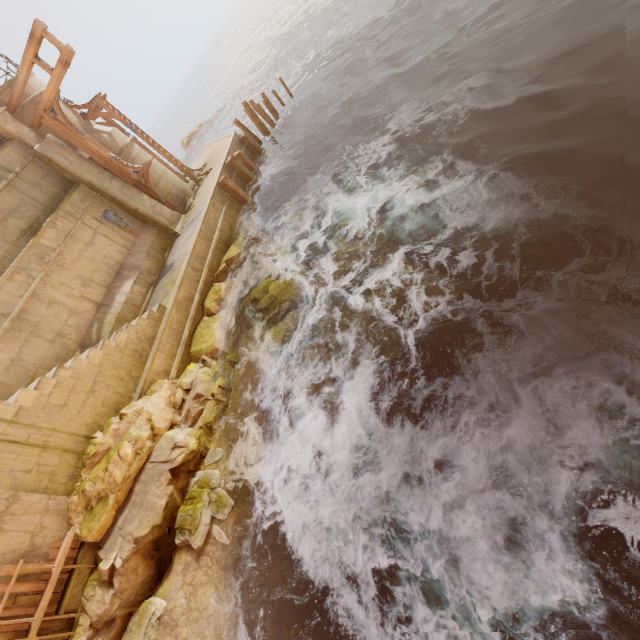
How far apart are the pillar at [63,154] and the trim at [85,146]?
0.13m

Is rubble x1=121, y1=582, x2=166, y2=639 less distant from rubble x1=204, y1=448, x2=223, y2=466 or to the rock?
the rock

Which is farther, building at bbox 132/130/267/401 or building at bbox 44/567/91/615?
building at bbox 132/130/267/401

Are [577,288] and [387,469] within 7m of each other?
yes

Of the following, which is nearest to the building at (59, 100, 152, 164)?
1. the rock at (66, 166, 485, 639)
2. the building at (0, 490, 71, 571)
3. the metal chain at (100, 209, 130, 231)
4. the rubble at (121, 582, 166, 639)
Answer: the rock at (66, 166, 485, 639)

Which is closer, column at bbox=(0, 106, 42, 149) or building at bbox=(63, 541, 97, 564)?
building at bbox=(63, 541, 97, 564)

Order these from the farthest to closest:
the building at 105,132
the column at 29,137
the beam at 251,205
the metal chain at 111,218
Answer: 1. the beam at 251,205
2. the building at 105,132
3. the metal chain at 111,218
4. the column at 29,137

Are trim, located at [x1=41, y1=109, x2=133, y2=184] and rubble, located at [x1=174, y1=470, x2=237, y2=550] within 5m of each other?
no
